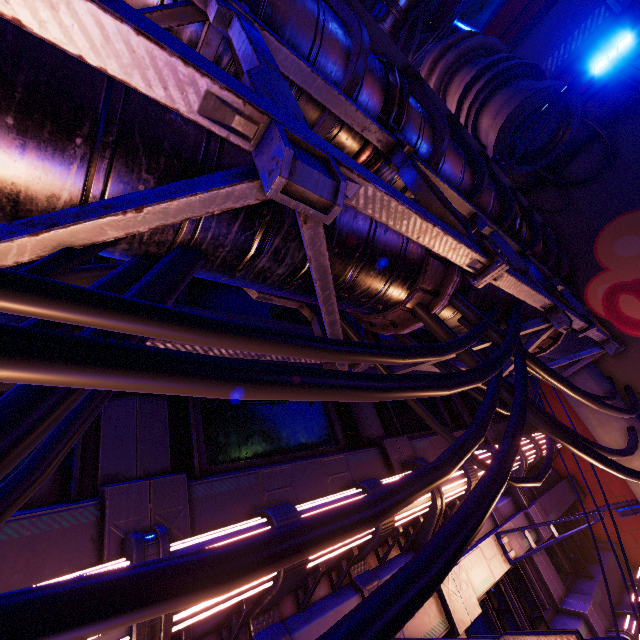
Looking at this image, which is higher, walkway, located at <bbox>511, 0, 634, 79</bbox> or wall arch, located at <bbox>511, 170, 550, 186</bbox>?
walkway, located at <bbox>511, 0, 634, 79</bbox>

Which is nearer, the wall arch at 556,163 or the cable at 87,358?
the cable at 87,358

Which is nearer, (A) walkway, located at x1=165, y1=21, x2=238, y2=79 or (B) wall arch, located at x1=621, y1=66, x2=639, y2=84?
(A) walkway, located at x1=165, y1=21, x2=238, y2=79

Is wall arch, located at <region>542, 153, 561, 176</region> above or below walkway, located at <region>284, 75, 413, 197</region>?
above

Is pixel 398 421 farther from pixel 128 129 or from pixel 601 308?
pixel 128 129

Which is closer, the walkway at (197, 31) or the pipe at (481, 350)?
the walkway at (197, 31)

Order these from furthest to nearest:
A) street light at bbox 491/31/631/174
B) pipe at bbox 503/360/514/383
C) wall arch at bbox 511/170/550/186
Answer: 1. wall arch at bbox 511/170/550/186
2. street light at bbox 491/31/631/174
3. pipe at bbox 503/360/514/383

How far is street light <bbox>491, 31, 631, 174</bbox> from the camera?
6.98m
